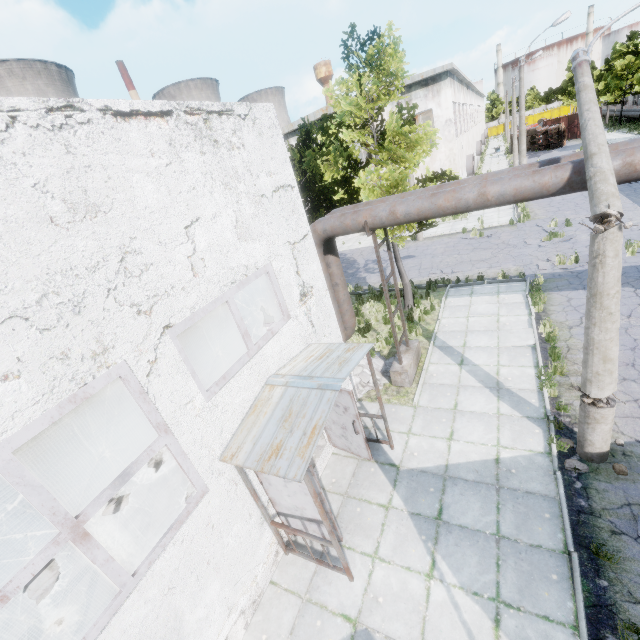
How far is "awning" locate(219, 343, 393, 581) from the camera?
4.7m

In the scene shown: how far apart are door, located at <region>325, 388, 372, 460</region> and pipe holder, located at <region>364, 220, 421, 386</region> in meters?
2.7 m

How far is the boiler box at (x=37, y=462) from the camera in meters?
9.3

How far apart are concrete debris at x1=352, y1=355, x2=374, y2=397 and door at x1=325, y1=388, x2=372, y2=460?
1.9m

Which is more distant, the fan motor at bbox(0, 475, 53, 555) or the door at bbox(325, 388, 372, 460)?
the fan motor at bbox(0, 475, 53, 555)

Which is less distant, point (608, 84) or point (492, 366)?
point (492, 366)

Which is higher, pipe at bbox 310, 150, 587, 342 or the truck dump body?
pipe at bbox 310, 150, 587, 342

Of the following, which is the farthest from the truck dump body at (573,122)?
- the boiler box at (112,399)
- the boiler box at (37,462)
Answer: the boiler box at (37,462)
